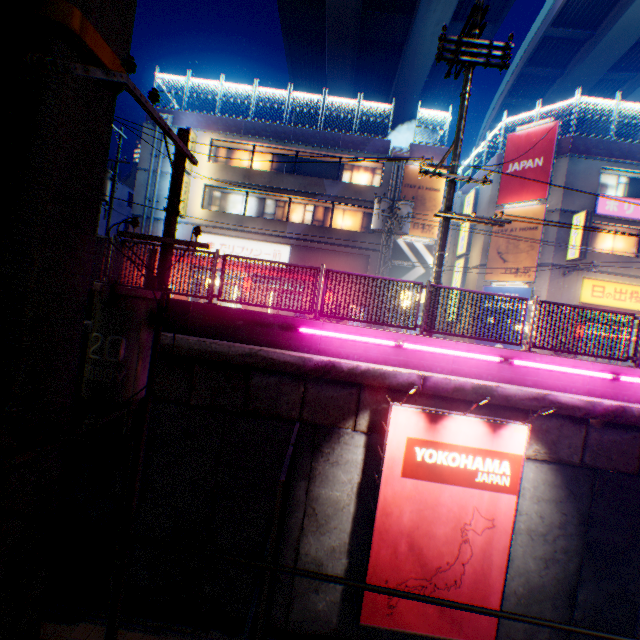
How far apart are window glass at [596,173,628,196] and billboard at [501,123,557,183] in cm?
228

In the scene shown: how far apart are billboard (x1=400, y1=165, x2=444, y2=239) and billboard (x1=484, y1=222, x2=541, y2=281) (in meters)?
3.11

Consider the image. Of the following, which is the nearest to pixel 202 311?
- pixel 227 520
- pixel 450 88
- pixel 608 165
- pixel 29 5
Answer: pixel 227 520

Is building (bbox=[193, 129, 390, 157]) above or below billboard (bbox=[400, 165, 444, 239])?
above

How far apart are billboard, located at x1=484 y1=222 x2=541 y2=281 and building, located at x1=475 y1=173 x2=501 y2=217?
0.12m

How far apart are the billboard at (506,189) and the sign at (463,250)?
2.2 meters

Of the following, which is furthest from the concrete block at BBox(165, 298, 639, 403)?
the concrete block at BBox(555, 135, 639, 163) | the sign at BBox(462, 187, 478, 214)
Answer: the sign at BBox(462, 187, 478, 214)

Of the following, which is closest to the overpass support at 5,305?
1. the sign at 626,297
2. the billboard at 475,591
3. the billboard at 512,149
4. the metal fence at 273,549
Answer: the metal fence at 273,549
